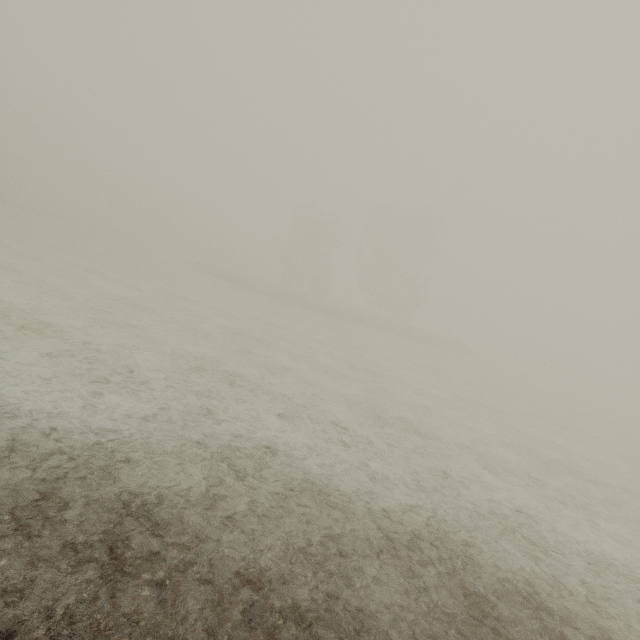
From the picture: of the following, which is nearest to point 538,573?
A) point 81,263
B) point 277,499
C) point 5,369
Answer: point 277,499
